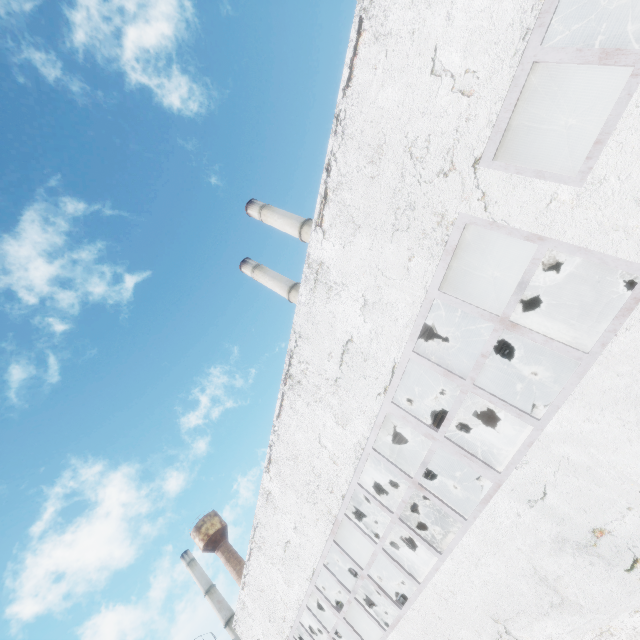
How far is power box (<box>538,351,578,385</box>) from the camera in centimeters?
1029cm

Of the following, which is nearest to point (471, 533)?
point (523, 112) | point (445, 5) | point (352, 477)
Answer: point (352, 477)

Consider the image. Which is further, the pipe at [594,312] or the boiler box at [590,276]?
Answer: the pipe at [594,312]

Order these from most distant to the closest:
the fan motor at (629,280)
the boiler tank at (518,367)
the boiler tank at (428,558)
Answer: the boiler tank at (428,558)
the boiler tank at (518,367)
the fan motor at (629,280)

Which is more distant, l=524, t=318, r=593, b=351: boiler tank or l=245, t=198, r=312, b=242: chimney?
l=245, t=198, r=312, b=242: chimney

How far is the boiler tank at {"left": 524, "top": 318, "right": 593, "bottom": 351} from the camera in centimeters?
1482cm

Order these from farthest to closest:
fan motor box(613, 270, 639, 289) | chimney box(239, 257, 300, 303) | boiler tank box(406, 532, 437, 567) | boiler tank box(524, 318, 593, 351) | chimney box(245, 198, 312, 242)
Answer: chimney box(239, 257, 300, 303) → chimney box(245, 198, 312, 242) → boiler tank box(406, 532, 437, 567) → boiler tank box(524, 318, 593, 351) → fan motor box(613, 270, 639, 289)

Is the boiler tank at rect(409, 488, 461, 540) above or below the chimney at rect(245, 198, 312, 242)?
below
